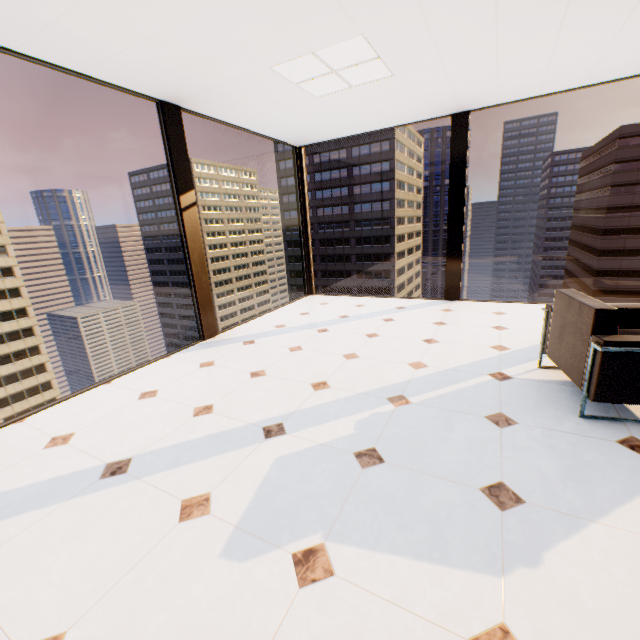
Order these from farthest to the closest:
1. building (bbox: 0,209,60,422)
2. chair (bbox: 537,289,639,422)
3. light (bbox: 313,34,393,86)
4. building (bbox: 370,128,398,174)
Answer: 1. building (bbox: 370,128,398,174)
2. building (bbox: 0,209,60,422)
3. light (bbox: 313,34,393,86)
4. chair (bbox: 537,289,639,422)

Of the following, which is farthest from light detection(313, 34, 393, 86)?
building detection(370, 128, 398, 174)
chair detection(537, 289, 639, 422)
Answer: building detection(370, 128, 398, 174)

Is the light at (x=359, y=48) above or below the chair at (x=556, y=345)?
above

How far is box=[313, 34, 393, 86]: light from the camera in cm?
289

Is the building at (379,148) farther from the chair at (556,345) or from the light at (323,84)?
the chair at (556,345)

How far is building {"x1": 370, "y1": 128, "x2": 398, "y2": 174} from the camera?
58.47m

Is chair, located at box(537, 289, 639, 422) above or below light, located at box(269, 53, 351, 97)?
below

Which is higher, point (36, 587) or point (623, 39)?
point (623, 39)
